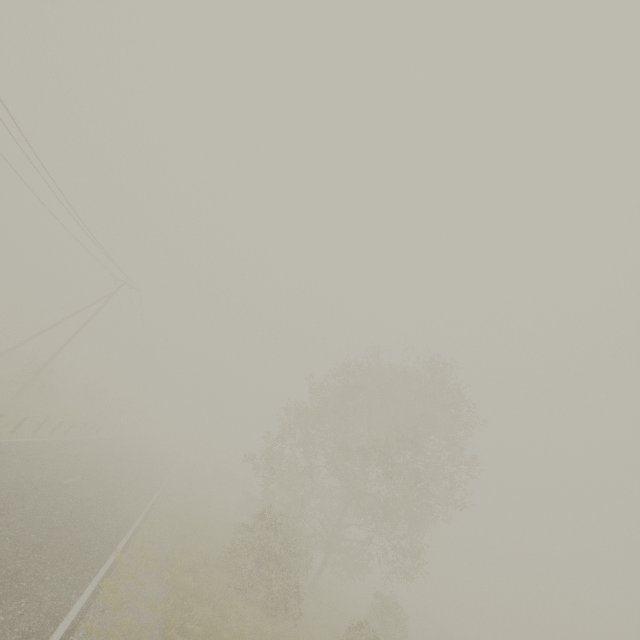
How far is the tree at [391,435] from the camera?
15.92m

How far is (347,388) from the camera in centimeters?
2266cm

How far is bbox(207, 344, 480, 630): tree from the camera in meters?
15.9 m
